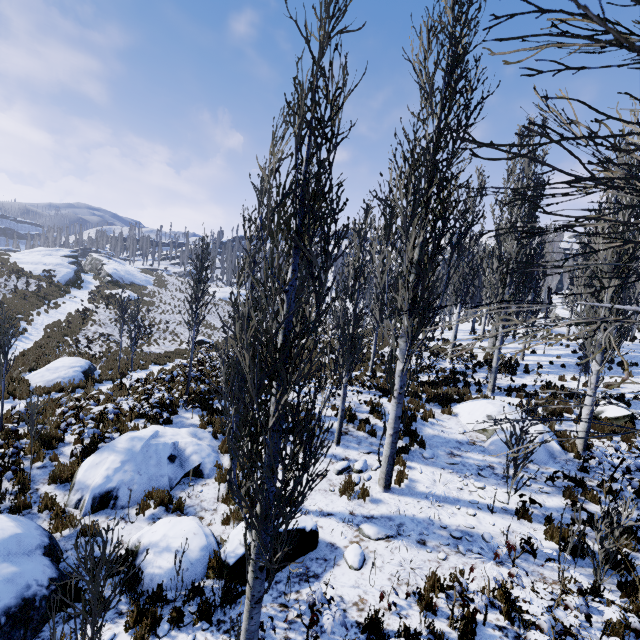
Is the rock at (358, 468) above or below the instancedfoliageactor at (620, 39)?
below

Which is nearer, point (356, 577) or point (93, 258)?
point (356, 577)

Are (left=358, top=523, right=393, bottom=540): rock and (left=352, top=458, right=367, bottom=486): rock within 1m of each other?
no

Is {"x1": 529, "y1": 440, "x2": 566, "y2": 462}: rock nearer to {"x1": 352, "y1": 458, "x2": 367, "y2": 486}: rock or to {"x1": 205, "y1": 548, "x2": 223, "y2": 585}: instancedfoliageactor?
{"x1": 205, "y1": 548, "x2": 223, "y2": 585}: instancedfoliageactor

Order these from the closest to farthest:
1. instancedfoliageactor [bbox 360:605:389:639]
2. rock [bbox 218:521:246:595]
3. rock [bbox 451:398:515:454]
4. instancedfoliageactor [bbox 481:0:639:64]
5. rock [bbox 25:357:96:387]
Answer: instancedfoliageactor [bbox 481:0:639:64] → instancedfoliageactor [bbox 360:605:389:639] → rock [bbox 218:521:246:595] → rock [bbox 451:398:515:454] → rock [bbox 25:357:96:387]

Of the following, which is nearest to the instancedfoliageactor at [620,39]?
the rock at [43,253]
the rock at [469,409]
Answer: the rock at [469,409]

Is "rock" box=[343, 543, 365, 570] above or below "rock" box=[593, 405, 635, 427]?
below

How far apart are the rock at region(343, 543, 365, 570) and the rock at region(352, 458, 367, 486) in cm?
247
